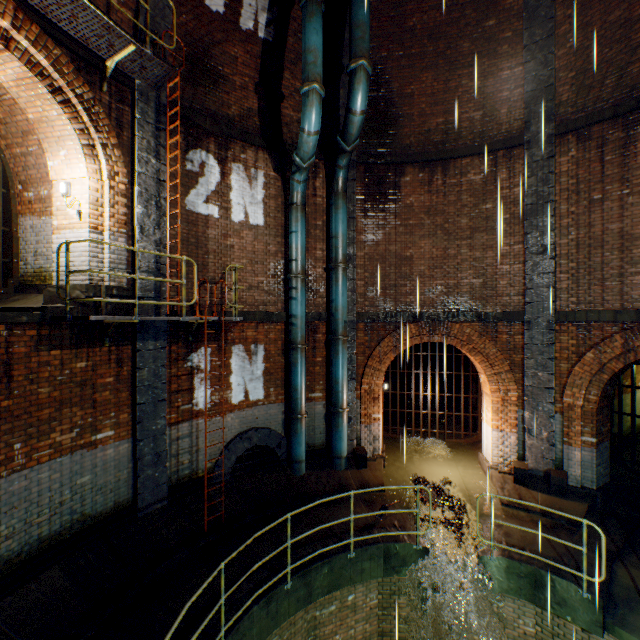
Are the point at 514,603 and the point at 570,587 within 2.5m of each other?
yes

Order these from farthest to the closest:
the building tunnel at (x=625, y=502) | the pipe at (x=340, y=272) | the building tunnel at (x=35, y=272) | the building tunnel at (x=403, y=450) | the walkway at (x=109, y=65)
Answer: the building tunnel at (x=403, y=450) → the pipe at (x=340, y=272) → the building tunnel at (x=625, y=502) → the building tunnel at (x=35, y=272) → the walkway at (x=109, y=65)

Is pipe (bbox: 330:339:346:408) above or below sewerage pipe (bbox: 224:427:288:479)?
above

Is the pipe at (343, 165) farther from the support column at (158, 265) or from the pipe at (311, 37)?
the support column at (158, 265)

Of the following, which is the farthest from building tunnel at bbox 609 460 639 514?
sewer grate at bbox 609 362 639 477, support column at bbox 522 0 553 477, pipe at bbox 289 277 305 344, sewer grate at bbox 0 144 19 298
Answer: sewer grate at bbox 0 144 19 298

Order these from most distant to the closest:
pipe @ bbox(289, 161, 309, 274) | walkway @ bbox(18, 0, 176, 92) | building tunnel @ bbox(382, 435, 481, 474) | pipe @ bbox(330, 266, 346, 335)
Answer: building tunnel @ bbox(382, 435, 481, 474), pipe @ bbox(330, 266, 346, 335), pipe @ bbox(289, 161, 309, 274), walkway @ bbox(18, 0, 176, 92)

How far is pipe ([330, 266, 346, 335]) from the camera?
9.5m

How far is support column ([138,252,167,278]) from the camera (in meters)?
6.91
